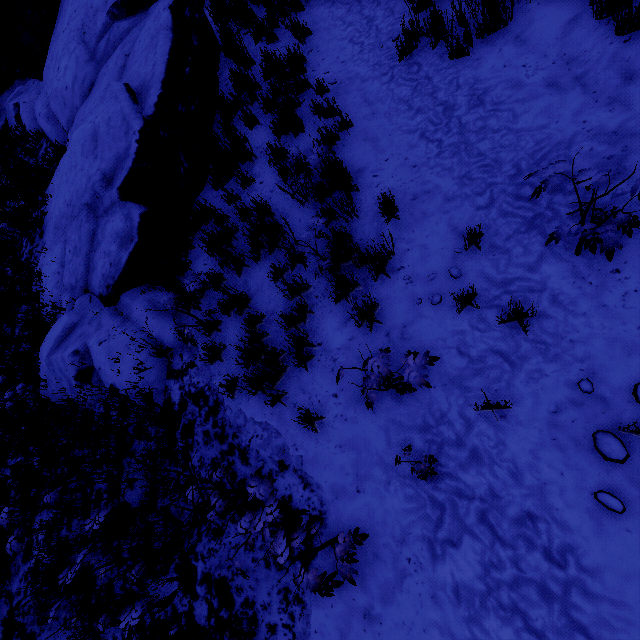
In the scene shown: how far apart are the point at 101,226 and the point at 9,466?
4.4m
